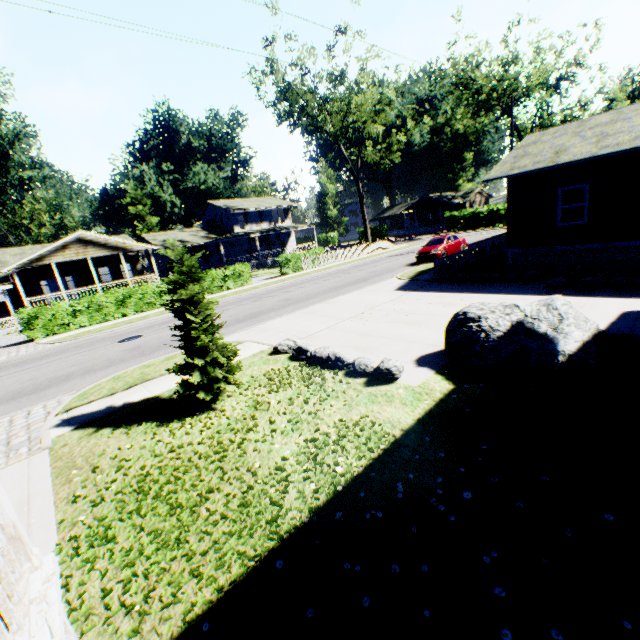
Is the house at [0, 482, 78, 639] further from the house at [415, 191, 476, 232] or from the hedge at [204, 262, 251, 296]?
the house at [415, 191, 476, 232]

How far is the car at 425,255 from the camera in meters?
22.3

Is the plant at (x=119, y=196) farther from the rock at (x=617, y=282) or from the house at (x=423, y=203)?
the rock at (x=617, y=282)

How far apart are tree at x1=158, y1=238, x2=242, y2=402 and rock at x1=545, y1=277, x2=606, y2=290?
11.3m

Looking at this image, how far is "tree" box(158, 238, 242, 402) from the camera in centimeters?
661cm

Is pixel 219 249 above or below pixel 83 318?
above

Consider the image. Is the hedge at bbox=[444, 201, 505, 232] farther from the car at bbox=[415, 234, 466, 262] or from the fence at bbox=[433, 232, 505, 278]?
the car at bbox=[415, 234, 466, 262]

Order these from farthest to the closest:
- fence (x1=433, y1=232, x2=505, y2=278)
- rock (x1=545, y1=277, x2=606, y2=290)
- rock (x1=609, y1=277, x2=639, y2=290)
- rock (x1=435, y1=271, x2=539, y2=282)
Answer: fence (x1=433, y1=232, x2=505, y2=278)
rock (x1=435, y1=271, x2=539, y2=282)
rock (x1=545, y1=277, x2=606, y2=290)
rock (x1=609, y1=277, x2=639, y2=290)
